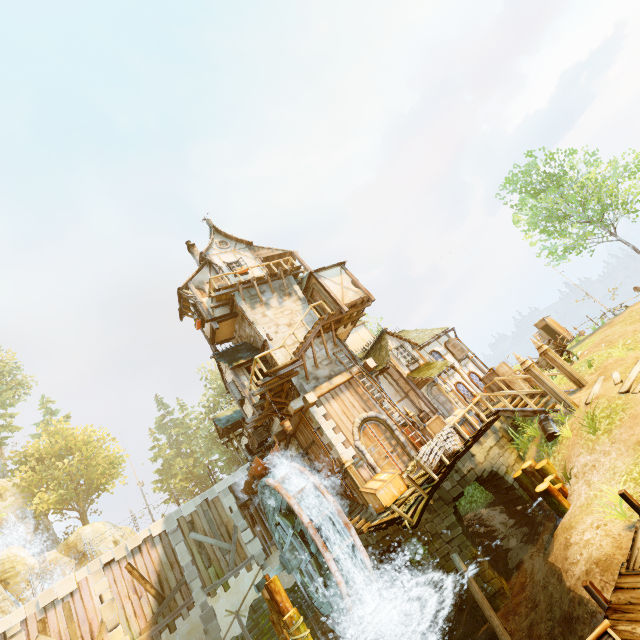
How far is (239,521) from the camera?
19.00m

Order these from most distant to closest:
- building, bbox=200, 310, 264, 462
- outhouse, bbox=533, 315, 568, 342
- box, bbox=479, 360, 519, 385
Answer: outhouse, bbox=533, 315, 568, 342 → building, bbox=200, 310, 264, 462 → box, bbox=479, 360, 519, 385

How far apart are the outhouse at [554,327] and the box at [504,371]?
16.9 meters

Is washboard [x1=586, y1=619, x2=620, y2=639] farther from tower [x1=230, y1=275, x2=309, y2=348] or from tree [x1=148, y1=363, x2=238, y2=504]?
tower [x1=230, y1=275, x2=309, y2=348]

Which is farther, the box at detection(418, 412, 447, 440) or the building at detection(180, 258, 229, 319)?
the building at detection(180, 258, 229, 319)

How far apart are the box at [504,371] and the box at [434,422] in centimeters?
421cm

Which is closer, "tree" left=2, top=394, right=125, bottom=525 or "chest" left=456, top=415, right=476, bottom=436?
"chest" left=456, top=415, right=476, bottom=436

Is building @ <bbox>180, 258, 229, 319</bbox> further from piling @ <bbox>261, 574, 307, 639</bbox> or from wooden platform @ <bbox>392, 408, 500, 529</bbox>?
piling @ <bbox>261, 574, 307, 639</bbox>
